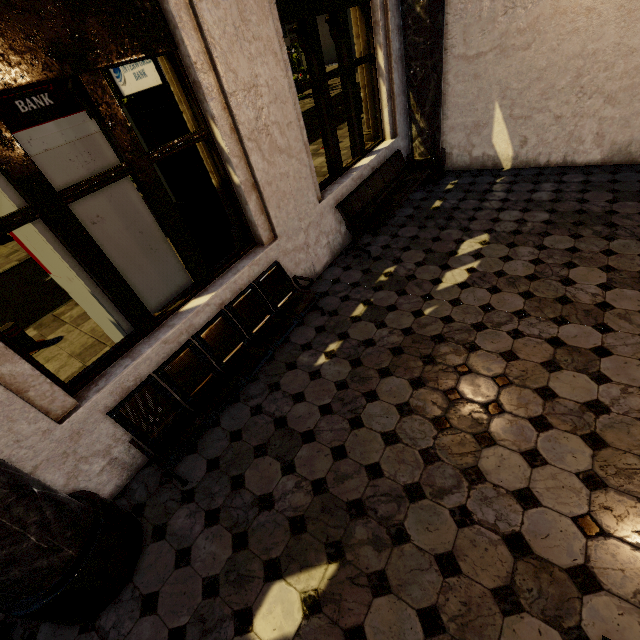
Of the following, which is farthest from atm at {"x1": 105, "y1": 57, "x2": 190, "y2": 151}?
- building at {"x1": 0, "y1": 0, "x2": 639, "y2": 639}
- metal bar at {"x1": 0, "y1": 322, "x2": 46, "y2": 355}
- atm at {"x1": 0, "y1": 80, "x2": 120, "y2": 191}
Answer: metal bar at {"x1": 0, "y1": 322, "x2": 46, "y2": 355}

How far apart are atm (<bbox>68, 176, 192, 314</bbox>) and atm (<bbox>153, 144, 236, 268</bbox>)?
0.8 meters

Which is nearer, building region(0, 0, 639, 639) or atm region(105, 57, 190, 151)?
building region(0, 0, 639, 639)

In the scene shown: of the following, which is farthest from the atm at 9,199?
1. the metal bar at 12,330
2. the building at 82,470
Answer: the metal bar at 12,330

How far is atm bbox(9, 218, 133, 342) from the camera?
3.0m

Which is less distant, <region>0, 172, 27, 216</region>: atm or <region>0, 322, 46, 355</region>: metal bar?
<region>0, 172, 27, 216</region>: atm

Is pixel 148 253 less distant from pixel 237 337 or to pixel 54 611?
pixel 237 337
